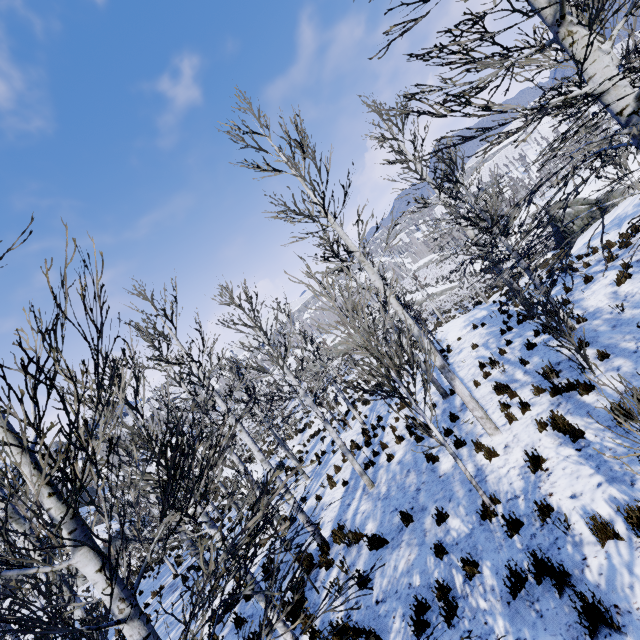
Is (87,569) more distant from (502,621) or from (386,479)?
(386,479)

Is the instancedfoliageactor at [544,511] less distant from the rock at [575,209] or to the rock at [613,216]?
the rock at [613,216]

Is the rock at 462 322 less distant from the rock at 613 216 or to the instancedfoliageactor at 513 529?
the rock at 613 216

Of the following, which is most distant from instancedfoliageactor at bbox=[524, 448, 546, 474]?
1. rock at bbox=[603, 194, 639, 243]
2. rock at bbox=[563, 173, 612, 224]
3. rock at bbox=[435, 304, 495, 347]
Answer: rock at bbox=[563, 173, 612, 224]

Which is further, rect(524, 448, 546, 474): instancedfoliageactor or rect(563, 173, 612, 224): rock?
rect(563, 173, 612, 224): rock

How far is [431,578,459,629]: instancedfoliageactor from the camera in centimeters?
426cm

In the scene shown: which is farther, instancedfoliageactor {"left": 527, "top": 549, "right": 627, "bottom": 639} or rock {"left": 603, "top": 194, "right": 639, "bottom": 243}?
rock {"left": 603, "top": 194, "right": 639, "bottom": 243}
